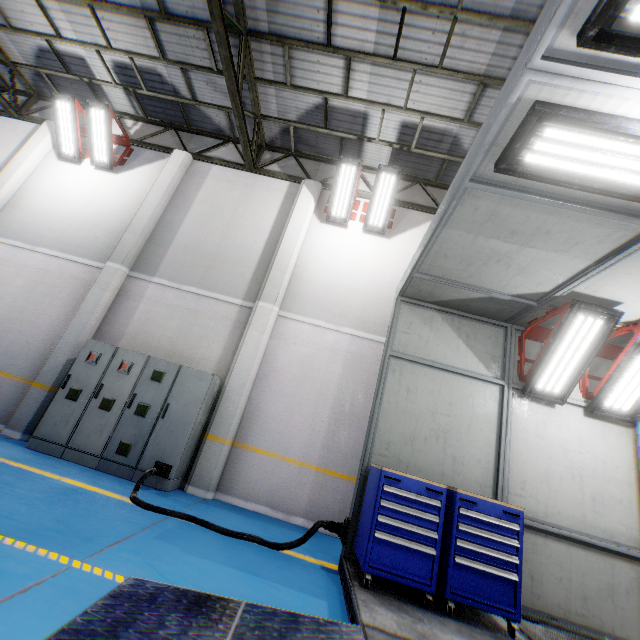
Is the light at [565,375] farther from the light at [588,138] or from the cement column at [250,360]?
the cement column at [250,360]

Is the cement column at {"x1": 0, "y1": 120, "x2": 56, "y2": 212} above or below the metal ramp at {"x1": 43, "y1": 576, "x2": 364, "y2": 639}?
above

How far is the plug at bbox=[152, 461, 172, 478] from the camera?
5.5m

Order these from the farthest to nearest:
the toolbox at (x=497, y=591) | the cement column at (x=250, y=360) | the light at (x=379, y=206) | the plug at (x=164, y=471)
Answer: the light at (x=379, y=206), the cement column at (x=250, y=360), the plug at (x=164, y=471), the toolbox at (x=497, y=591)

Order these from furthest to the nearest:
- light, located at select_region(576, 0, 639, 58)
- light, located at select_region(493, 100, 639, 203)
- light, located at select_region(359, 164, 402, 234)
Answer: light, located at select_region(359, 164, 402, 234) < light, located at select_region(493, 100, 639, 203) < light, located at select_region(576, 0, 639, 58)

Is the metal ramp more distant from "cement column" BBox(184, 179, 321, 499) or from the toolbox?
"cement column" BBox(184, 179, 321, 499)

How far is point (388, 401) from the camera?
5.0m

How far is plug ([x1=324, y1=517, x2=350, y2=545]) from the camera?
4.4 meters
